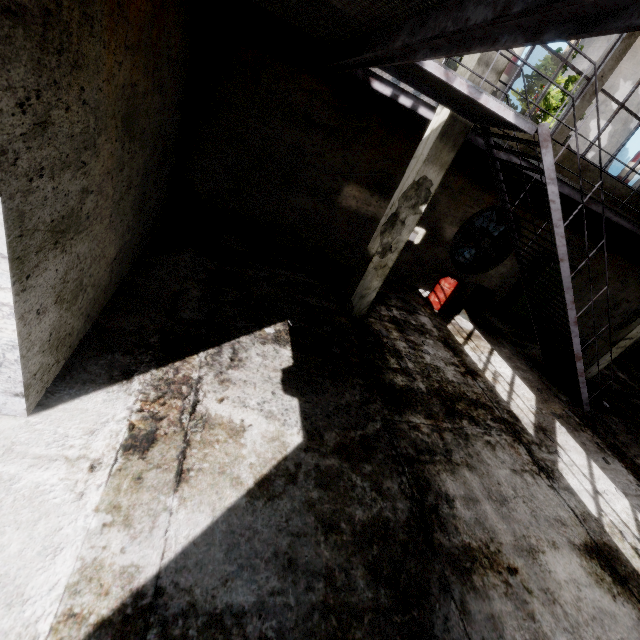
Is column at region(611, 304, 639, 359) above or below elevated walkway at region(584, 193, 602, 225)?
below

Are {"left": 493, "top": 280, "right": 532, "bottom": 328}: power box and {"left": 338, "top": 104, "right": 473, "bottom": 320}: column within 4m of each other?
no

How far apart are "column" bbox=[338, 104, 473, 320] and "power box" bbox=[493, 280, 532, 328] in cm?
661

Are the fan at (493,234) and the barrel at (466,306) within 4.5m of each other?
yes

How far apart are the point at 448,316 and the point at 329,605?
8.05m

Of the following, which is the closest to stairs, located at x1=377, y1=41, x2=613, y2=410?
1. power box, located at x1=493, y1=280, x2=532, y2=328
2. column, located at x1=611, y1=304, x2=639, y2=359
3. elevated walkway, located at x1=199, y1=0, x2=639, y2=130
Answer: elevated walkway, located at x1=199, y1=0, x2=639, y2=130

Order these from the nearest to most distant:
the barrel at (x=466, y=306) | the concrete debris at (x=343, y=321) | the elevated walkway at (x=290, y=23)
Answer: the elevated walkway at (x=290, y=23) → the concrete debris at (x=343, y=321) → the barrel at (x=466, y=306)

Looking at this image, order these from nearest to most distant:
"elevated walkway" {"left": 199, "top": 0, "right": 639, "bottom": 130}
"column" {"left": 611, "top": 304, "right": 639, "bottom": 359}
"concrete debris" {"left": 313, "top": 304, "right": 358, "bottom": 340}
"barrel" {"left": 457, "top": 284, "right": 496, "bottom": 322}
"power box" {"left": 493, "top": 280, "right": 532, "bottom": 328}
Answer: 1. "elevated walkway" {"left": 199, "top": 0, "right": 639, "bottom": 130}
2. "concrete debris" {"left": 313, "top": 304, "right": 358, "bottom": 340}
3. "column" {"left": 611, "top": 304, "right": 639, "bottom": 359}
4. "barrel" {"left": 457, "top": 284, "right": 496, "bottom": 322}
5. "power box" {"left": 493, "top": 280, "right": 532, "bottom": 328}
